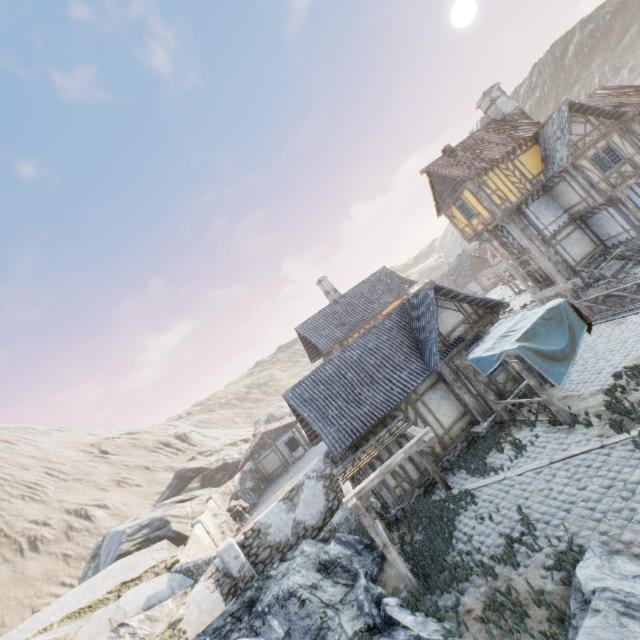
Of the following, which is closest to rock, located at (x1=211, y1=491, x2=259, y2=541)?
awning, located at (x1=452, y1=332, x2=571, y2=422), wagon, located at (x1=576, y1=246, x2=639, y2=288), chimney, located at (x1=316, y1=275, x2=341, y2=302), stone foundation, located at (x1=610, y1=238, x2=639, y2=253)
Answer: stone foundation, located at (x1=610, y1=238, x2=639, y2=253)

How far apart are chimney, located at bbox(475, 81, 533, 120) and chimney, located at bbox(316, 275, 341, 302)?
16.88m

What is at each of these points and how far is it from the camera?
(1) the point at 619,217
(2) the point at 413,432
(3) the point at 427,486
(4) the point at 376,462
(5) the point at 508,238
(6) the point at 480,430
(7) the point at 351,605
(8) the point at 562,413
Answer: (1) building, 19.0 meters
(2) awning, 10.1 meters
(3) stone foundation, 12.5 meters
(4) building, 12.5 meters
(5) building, 23.1 meters
(6) stone foundation, 13.0 meters
(7) rock, 8.9 meters
(8) awning, 10.4 meters

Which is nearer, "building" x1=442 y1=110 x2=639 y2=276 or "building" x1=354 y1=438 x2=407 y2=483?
"building" x1=354 y1=438 x2=407 y2=483

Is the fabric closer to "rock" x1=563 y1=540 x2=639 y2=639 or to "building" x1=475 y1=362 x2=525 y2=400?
"building" x1=475 y1=362 x2=525 y2=400

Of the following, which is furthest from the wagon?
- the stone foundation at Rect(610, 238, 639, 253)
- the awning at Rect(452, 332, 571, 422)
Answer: the awning at Rect(452, 332, 571, 422)

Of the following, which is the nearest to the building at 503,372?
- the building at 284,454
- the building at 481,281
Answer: the building at 284,454

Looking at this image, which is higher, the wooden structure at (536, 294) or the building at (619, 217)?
the building at (619, 217)
